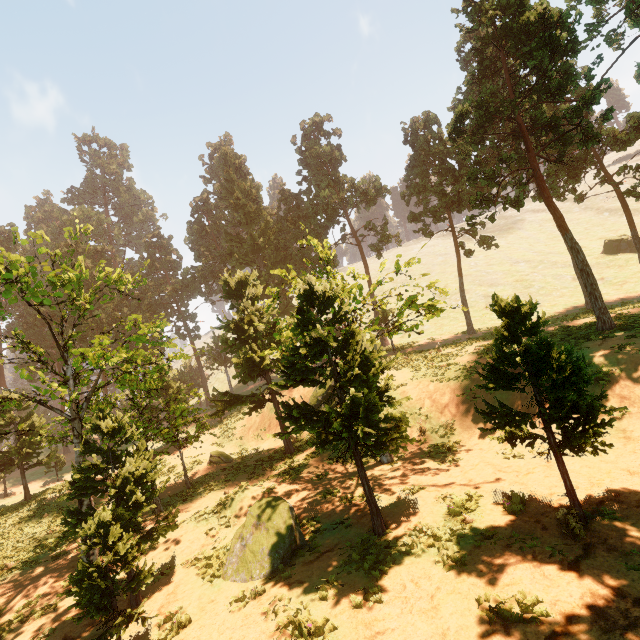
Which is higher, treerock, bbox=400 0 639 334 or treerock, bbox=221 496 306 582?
treerock, bbox=400 0 639 334

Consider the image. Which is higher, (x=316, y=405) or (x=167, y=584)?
(x=316, y=405)

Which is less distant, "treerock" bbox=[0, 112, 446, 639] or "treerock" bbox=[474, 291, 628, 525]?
"treerock" bbox=[474, 291, 628, 525]

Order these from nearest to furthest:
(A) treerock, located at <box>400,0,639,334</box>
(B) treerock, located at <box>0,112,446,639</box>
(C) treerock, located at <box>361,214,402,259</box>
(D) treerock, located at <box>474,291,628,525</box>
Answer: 1. (D) treerock, located at <box>474,291,628,525</box>
2. (B) treerock, located at <box>0,112,446,639</box>
3. (A) treerock, located at <box>400,0,639,334</box>
4. (C) treerock, located at <box>361,214,402,259</box>

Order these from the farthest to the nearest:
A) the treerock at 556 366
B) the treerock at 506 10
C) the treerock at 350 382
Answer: the treerock at 506 10, the treerock at 350 382, the treerock at 556 366

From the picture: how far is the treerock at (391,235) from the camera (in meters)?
36.22

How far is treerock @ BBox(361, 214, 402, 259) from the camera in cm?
3622
